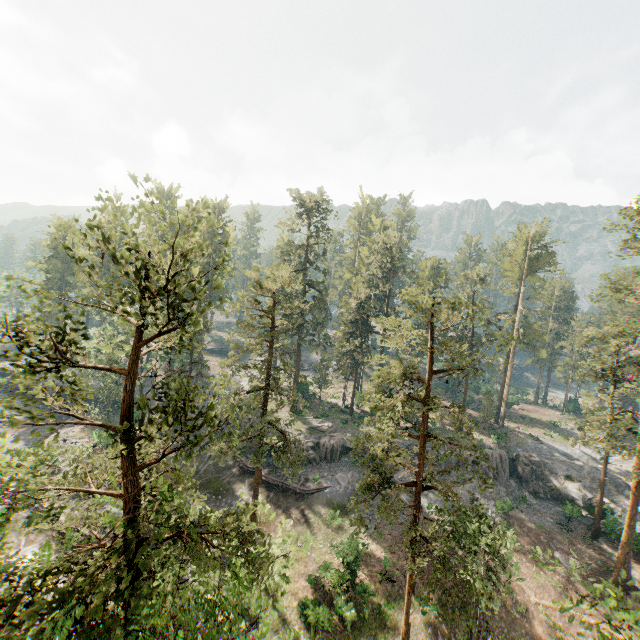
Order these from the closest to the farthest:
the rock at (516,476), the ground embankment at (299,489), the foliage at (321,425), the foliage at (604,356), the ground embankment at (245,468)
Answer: the foliage at (604,356) < the ground embankment at (299,489) < the ground embankment at (245,468) < the rock at (516,476) < the foliage at (321,425)

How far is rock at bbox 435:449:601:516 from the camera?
37.1m

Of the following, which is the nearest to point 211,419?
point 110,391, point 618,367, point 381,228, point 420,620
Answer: point 420,620

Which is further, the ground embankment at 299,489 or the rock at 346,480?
the rock at 346,480

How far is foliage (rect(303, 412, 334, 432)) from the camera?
42.50m

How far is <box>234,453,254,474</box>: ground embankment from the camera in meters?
36.3

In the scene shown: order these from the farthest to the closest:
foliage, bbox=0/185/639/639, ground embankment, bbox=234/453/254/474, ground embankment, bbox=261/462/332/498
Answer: ground embankment, bbox=234/453/254/474 < ground embankment, bbox=261/462/332/498 < foliage, bbox=0/185/639/639

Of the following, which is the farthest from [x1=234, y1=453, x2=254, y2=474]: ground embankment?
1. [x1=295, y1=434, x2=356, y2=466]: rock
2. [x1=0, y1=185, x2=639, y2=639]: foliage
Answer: [x1=0, y1=185, x2=639, y2=639]: foliage
